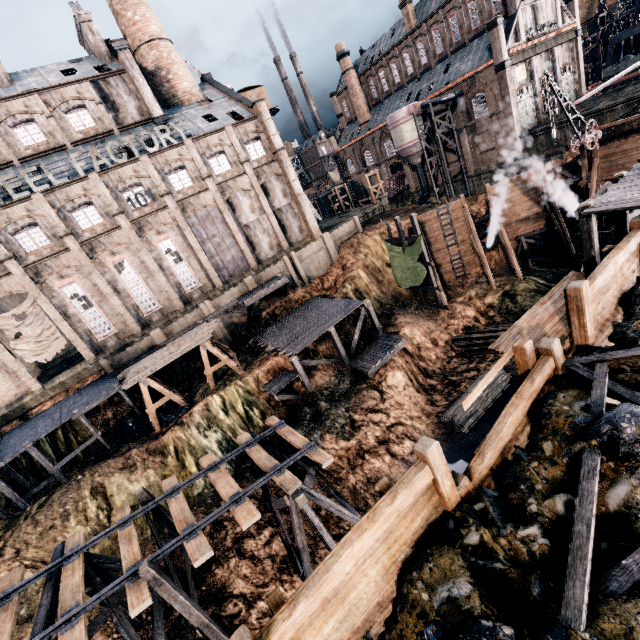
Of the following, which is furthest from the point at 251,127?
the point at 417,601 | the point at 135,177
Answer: the point at 417,601

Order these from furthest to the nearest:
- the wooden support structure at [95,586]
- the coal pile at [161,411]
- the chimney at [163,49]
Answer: the chimney at [163,49], the coal pile at [161,411], the wooden support structure at [95,586]

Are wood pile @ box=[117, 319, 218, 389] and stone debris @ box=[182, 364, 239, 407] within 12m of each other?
yes

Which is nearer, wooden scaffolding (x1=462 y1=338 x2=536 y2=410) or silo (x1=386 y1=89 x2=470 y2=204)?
wooden scaffolding (x1=462 y1=338 x2=536 y2=410)

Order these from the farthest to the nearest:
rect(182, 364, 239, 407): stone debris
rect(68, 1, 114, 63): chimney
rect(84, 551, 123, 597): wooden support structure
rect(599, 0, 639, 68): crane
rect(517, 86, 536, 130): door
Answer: rect(599, 0, 639, 68): crane < rect(517, 86, 536, 130): door < rect(68, 1, 114, 63): chimney < rect(182, 364, 239, 407): stone debris < rect(84, 551, 123, 597): wooden support structure

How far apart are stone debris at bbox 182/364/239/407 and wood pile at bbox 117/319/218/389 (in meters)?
3.46

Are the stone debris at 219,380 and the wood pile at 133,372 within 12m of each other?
yes

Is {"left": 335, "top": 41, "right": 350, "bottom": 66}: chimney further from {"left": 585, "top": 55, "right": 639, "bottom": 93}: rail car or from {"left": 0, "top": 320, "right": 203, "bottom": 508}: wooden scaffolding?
{"left": 0, "top": 320, "right": 203, "bottom": 508}: wooden scaffolding
